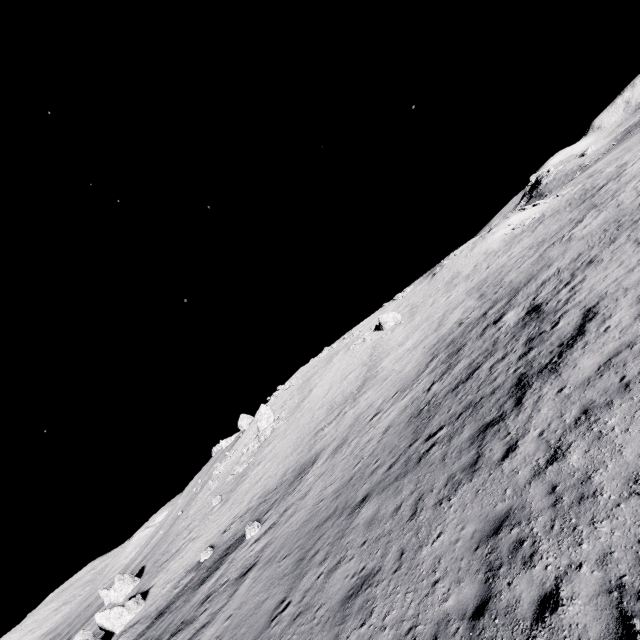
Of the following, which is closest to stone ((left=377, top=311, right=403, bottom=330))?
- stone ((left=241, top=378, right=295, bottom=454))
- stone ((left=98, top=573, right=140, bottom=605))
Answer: stone ((left=241, top=378, right=295, bottom=454))

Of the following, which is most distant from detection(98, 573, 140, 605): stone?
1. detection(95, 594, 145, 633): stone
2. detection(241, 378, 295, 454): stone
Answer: detection(241, 378, 295, 454): stone

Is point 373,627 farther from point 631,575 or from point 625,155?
point 625,155

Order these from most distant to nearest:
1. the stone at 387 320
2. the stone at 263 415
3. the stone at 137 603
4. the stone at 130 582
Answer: the stone at 387 320 → the stone at 263 415 → the stone at 130 582 → the stone at 137 603

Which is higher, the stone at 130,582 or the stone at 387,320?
the stone at 387,320

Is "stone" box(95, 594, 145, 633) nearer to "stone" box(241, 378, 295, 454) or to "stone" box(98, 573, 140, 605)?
"stone" box(98, 573, 140, 605)

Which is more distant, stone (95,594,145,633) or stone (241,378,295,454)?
stone (241,378,295,454)

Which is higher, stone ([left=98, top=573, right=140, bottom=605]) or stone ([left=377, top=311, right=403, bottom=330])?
stone ([left=377, top=311, right=403, bottom=330])
